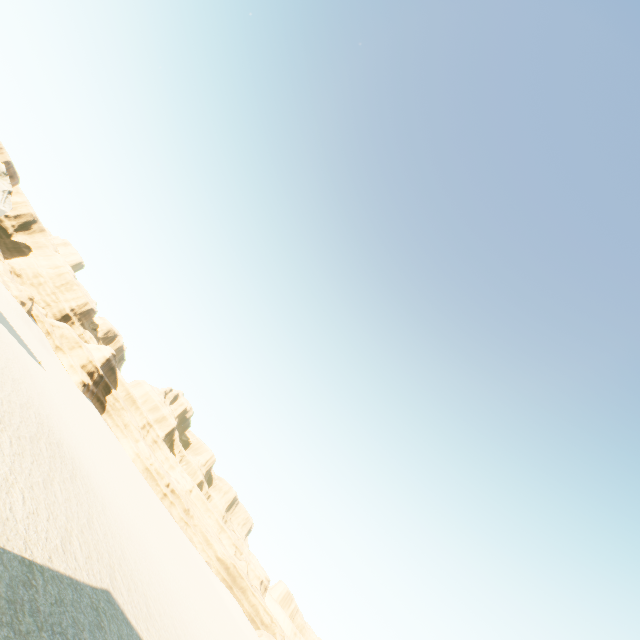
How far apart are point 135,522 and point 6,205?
30.53m
